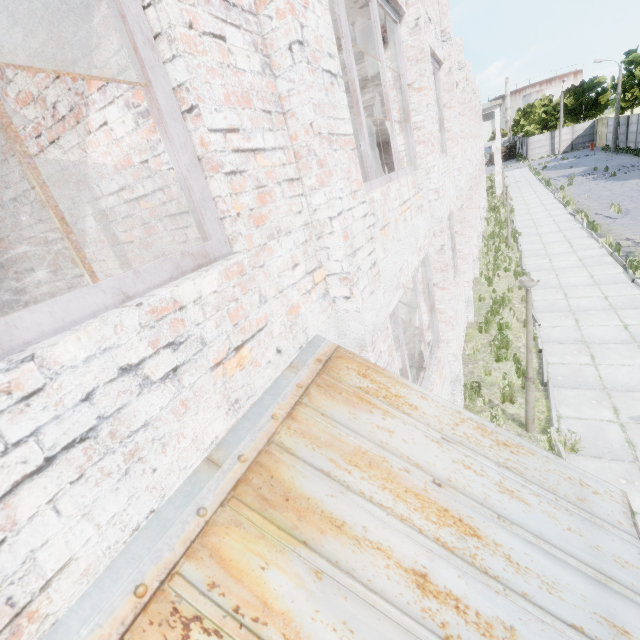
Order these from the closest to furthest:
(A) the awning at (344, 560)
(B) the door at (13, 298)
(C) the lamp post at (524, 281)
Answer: (A) the awning at (344, 560), (B) the door at (13, 298), (C) the lamp post at (524, 281)

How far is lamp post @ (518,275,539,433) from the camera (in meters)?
5.40

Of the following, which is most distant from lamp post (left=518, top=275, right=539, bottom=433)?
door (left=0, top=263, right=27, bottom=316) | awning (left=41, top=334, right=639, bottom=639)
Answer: door (left=0, top=263, right=27, bottom=316)

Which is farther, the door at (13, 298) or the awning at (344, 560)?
the door at (13, 298)

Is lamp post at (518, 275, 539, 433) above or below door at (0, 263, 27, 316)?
below

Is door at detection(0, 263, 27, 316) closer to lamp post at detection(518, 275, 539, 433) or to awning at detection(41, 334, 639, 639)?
awning at detection(41, 334, 639, 639)

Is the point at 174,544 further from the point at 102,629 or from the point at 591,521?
the point at 591,521
